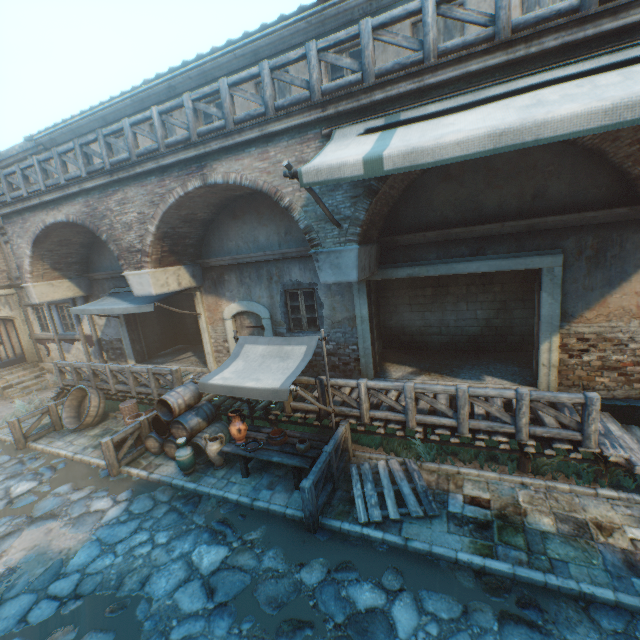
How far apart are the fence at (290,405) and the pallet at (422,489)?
0.14m

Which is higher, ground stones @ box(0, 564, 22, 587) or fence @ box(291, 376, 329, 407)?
fence @ box(291, 376, 329, 407)

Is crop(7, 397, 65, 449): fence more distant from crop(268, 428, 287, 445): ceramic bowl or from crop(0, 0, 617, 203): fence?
crop(0, 0, 617, 203): fence

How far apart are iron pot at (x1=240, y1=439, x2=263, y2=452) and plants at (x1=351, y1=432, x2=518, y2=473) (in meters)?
2.43

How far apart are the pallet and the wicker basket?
5.9 meters

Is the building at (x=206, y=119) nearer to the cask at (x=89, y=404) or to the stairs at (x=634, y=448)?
the stairs at (x=634, y=448)

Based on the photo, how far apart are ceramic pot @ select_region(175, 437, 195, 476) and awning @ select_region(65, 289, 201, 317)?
3.9m

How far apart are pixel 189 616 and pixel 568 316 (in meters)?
8.77
